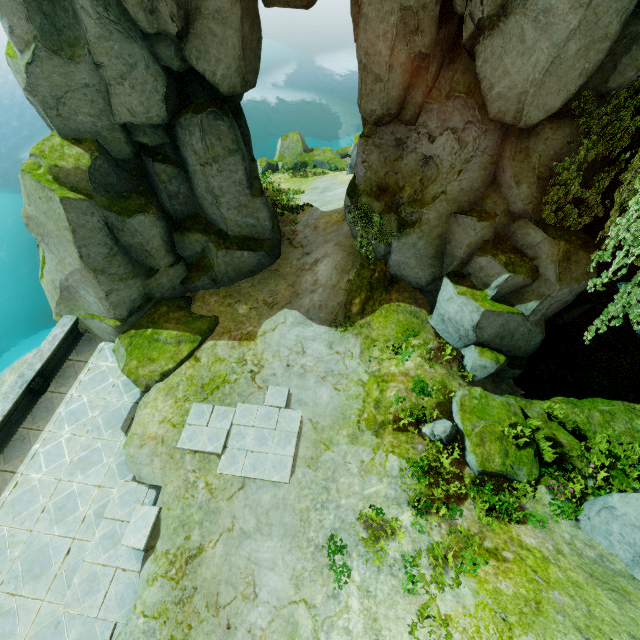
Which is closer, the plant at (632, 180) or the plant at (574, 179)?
the plant at (632, 180)

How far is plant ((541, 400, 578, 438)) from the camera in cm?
980

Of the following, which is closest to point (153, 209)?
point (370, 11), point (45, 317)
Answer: point (370, 11)

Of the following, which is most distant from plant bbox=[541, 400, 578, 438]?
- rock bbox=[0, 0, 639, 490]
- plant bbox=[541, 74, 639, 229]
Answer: plant bbox=[541, 74, 639, 229]

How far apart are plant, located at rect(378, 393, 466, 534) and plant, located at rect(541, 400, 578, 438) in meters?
3.3

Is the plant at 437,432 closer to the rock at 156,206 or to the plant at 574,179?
the rock at 156,206

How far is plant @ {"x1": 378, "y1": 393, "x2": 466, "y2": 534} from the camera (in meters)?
9.18
